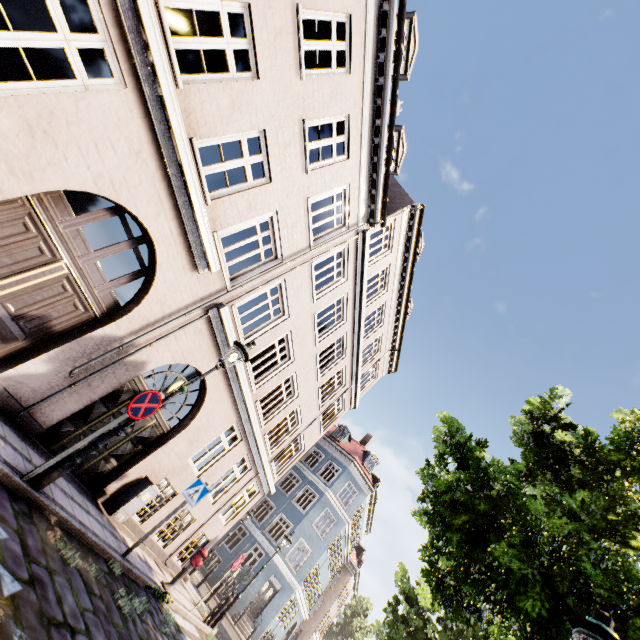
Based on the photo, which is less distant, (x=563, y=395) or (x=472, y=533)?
(x=472, y=533)

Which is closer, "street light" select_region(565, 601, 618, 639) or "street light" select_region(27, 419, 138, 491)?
"street light" select_region(565, 601, 618, 639)

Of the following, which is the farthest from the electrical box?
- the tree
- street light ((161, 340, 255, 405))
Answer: the tree

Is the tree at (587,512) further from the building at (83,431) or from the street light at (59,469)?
the street light at (59,469)

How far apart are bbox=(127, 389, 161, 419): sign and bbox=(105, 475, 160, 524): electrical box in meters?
4.2 m

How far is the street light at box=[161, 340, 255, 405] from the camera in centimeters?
577cm

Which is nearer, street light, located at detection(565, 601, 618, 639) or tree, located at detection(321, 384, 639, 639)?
street light, located at detection(565, 601, 618, 639)

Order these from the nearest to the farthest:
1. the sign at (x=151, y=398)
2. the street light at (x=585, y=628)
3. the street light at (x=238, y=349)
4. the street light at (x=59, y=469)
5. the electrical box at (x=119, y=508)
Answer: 1. the street light at (x=585, y=628)
2. the street light at (x=59, y=469)
3. the sign at (x=151, y=398)
4. the street light at (x=238, y=349)
5. the electrical box at (x=119, y=508)
